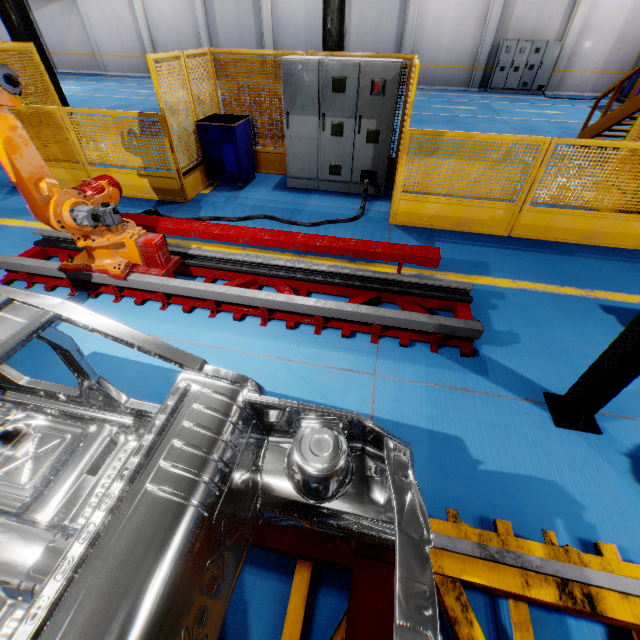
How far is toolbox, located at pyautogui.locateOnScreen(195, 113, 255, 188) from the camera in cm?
615

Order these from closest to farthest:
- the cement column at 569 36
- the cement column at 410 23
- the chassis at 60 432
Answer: the chassis at 60 432 → the cement column at 569 36 → the cement column at 410 23

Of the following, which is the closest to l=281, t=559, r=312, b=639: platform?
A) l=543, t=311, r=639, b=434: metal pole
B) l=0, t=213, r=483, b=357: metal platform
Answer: l=543, t=311, r=639, b=434: metal pole

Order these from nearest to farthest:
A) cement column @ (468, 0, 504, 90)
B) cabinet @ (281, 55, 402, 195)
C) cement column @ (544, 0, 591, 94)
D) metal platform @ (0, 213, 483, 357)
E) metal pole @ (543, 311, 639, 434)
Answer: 1. metal pole @ (543, 311, 639, 434)
2. metal platform @ (0, 213, 483, 357)
3. cabinet @ (281, 55, 402, 195)
4. cement column @ (544, 0, 591, 94)
5. cement column @ (468, 0, 504, 90)

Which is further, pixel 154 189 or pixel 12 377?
pixel 154 189

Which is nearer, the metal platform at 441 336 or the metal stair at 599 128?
the metal platform at 441 336

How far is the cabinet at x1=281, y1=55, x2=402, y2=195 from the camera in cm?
545

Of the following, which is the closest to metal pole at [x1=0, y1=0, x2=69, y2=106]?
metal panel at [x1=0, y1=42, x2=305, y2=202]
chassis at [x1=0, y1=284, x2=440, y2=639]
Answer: metal panel at [x1=0, y1=42, x2=305, y2=202]
